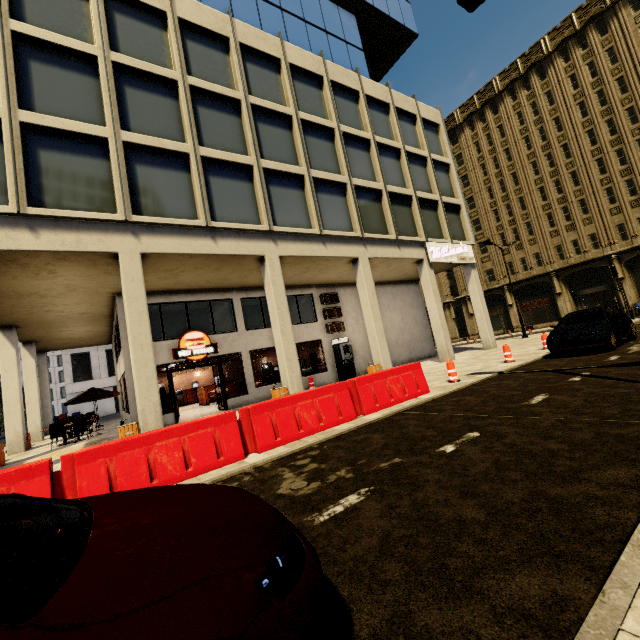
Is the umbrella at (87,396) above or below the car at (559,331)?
above

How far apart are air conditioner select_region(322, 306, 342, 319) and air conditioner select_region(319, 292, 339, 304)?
0.2m

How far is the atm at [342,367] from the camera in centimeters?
1842cm

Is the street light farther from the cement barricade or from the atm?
the atm

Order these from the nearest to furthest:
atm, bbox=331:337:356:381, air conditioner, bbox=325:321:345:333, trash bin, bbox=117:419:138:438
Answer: trash bin, bbox=117:419:138:438
atm, bbox=331:337:356:381
air conditioner, bbox=325:321:345:333

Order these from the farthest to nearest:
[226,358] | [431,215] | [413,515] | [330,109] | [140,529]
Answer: [226,358] → [431,215] → [330,109] → [413,515] → [140,529]

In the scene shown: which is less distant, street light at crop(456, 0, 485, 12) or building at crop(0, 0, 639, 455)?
street light at crop(456, 0, 485, 12)

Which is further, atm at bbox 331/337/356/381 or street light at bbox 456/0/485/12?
atm at bbox 331/337/356/381
